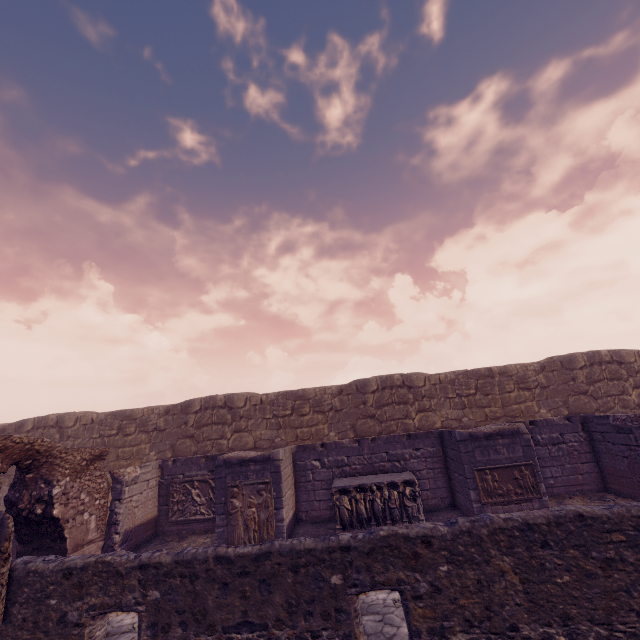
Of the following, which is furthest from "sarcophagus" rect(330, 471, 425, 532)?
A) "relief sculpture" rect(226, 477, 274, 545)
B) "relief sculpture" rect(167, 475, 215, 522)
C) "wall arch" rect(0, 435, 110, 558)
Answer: "wall arch" rect(0, 435, 110, 558)

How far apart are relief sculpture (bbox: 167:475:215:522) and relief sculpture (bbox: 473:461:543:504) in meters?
7.7 m

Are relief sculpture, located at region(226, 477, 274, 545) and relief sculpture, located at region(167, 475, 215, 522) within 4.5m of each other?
yes

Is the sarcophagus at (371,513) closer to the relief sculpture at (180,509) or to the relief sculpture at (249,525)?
the relief sculpture at (249,525)

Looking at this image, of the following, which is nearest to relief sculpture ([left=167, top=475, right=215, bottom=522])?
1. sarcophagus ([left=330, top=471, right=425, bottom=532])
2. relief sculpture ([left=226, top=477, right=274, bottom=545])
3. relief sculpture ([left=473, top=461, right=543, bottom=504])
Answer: relief sculpture ([left=226, top=477, right=274, bottom=545])

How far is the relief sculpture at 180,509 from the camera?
10.36m

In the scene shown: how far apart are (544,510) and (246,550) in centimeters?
455cm

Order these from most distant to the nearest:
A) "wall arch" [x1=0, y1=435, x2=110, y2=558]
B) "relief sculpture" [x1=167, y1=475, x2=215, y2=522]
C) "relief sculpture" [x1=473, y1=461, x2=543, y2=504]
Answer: "relief sculpture" [x1=167, y1=475, x2=215, y2=522] → "relief sculpture" [x1=473, y1=461, x2=543, y2=504] → "wall arch" [x1=0, y1=435, x2=110, y2=558]
